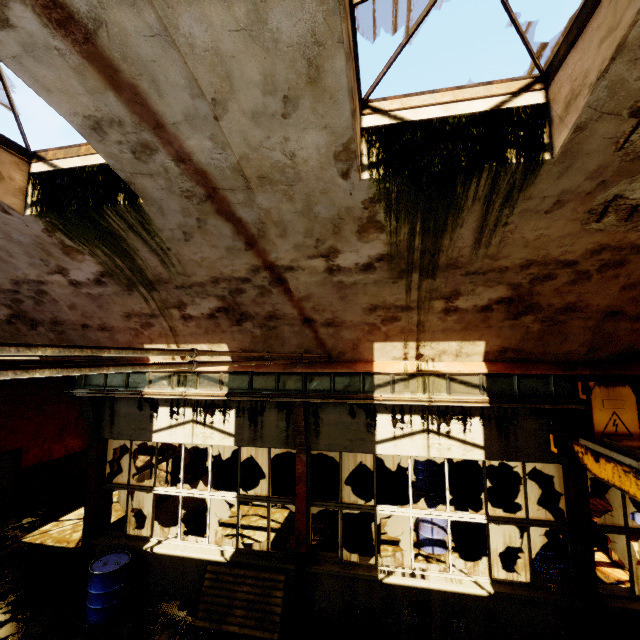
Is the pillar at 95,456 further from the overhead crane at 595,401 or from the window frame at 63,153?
the overhead crane at 595,401

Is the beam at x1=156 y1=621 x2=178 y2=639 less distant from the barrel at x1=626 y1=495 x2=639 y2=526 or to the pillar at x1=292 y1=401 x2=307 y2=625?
the pillar at x1=292 y1=401 x2=307 y2=625

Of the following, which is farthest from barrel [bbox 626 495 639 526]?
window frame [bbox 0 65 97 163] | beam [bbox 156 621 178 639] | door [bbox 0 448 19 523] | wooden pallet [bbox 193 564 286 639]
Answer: door [bbox 0 448 19 523]

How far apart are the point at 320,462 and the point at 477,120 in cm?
1084

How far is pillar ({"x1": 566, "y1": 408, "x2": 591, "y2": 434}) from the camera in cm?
537

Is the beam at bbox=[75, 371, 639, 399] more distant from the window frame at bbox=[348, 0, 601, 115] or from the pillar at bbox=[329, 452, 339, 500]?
the pillar at bbox=[329, 452, 339, 500]

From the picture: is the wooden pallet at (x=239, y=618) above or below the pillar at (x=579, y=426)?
below

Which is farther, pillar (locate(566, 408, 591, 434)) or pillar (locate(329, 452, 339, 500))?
pillar (locate(329, 452, 339, 500))
